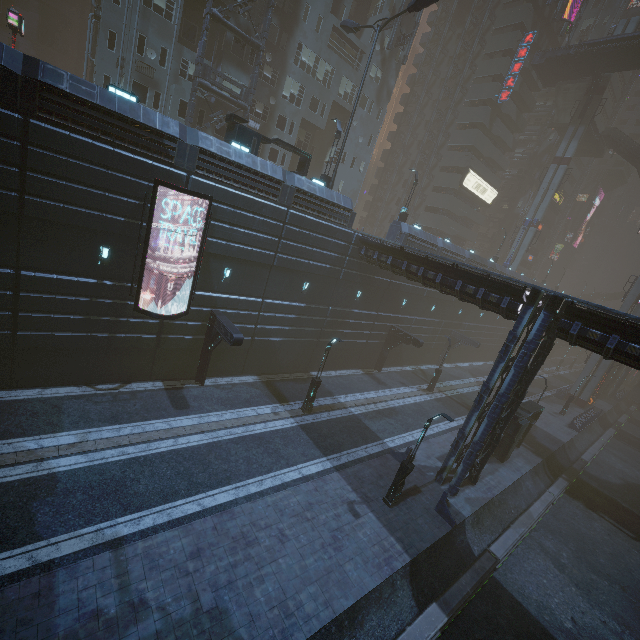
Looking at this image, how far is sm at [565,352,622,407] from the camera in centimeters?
4116cm

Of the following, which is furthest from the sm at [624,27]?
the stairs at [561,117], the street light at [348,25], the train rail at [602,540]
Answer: the street light at [348,25]

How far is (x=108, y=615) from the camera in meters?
8.8 m

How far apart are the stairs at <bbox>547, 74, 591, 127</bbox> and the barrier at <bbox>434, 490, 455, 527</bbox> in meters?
58.9 m

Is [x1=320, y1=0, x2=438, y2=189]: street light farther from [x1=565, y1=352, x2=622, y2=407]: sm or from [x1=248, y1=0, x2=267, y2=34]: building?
[x1=565, y1=352, x2=622, y2=407]: sm

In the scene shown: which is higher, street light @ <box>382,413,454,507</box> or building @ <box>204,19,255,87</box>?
building @ <box>204,19,255,87</box>

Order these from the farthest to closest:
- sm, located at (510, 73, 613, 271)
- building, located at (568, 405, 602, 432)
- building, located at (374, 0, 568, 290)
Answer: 1. sm, located at (510, 73, 613, 271)
2. building, located at (374, 0, 568, 290)
3. building, located at (568, 405, 602, 432)

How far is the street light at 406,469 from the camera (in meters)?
14.53
